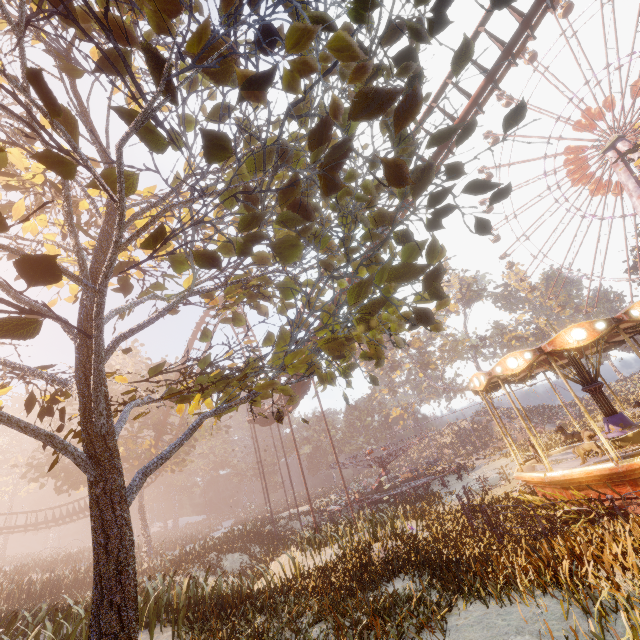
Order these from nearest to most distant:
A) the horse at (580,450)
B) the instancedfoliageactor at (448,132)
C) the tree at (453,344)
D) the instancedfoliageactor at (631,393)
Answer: the instancedfoliageactor at (448,132), the horse at (580,450), the instancedfoliageactor at (631,393), the tree at (453,344)

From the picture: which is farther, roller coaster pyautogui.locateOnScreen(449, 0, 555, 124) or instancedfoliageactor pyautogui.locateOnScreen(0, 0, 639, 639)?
roller coaster pyautogui.locateOnScreen(449, 0, 555, 124)

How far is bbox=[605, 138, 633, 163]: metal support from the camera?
36.2m

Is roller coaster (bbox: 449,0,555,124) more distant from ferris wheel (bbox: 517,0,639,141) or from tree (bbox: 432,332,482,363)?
ferris wheel (bbox: 517,0,639,141)

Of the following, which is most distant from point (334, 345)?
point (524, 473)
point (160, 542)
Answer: point (160, 542)

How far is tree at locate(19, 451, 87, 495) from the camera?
26.2m

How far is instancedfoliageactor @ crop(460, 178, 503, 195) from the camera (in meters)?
2.40

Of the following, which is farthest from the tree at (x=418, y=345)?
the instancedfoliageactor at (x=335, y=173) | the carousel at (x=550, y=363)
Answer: the instancedfoliageactor at (x=335, y=173)
